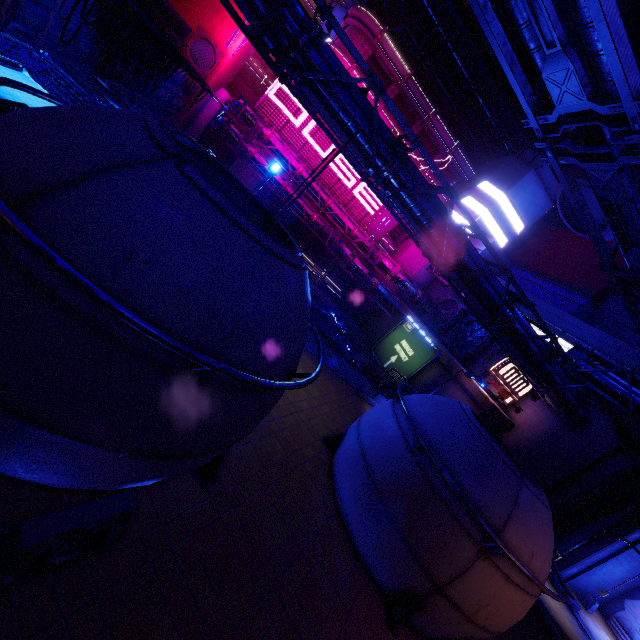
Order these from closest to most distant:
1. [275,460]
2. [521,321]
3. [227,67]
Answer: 1. [275,460]
2. [521,321]
3. [227,67]

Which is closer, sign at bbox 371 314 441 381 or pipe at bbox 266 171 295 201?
sign at bbox 371 314 441 381

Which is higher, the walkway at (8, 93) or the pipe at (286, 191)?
the pipe at (286, 191)

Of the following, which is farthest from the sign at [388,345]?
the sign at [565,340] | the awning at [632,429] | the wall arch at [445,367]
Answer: the awning at [632,429]

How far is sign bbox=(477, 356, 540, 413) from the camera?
21.9m

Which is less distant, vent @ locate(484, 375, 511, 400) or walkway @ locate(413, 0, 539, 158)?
vent @ locate(484, 375, 511, 400)

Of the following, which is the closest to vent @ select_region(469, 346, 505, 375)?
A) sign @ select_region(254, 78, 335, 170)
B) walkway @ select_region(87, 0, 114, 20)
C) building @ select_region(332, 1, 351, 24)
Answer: sign @ select_region(254, 78, 335, 170)

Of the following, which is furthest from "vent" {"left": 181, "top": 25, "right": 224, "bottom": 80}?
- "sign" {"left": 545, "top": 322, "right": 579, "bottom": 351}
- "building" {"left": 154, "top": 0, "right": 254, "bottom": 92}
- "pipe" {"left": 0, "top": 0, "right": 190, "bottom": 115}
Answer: "sign" {"left": 545, "top": 322, "right": 579, "bottom": 351}
